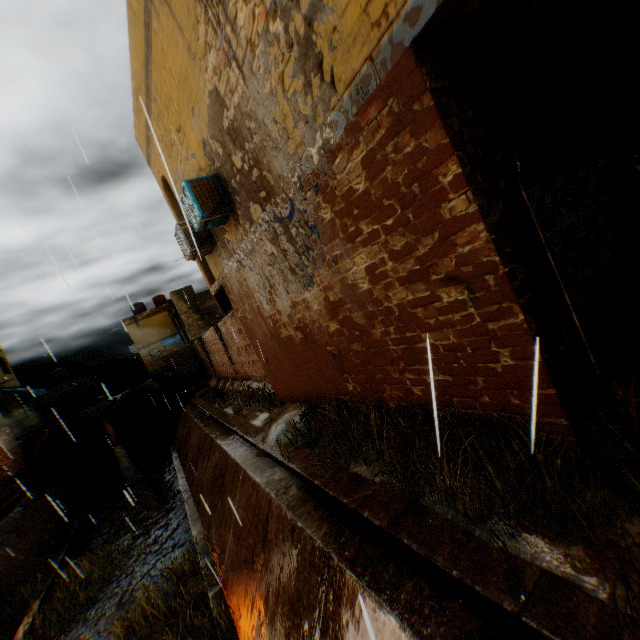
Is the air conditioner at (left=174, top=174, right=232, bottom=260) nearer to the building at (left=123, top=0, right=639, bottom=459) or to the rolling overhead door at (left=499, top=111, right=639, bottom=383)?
the building at (left=123, top=0, right=639, bottom=459)

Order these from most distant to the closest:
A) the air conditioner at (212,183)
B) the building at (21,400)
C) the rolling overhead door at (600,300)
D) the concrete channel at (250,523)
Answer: the building at (21,400), the air conditioner at (212,183), the rolling overhead door at (600,300), the concrete channel at (250,523)

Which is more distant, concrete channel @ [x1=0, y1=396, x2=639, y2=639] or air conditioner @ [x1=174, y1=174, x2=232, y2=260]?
air conditioner @ [x1=174, y1=174, x2=232, y2=260]

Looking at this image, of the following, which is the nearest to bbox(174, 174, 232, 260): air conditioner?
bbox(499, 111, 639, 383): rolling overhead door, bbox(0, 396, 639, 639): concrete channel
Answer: bbox(0, 396, 639, 639): concrete channel

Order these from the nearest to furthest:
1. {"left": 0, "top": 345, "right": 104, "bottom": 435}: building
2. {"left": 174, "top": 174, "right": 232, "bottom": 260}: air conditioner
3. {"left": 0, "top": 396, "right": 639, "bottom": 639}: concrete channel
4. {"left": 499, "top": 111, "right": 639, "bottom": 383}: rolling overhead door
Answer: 1. {"left": 0, "top": 396, "right": 639, "bottom": 639}: concrete channel
2. {"left": 499, "top": 111, "right": 639, "bottom": 383}: rolling overhead door
3. {"left": 174, "top": 174, "right": 232, "bottom": 260}: air conditioner
4. {"left": 0, "top": 345, "right": 104, "bottom": 435}: building

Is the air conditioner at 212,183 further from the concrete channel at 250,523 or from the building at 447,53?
the concrete channel at 250,523

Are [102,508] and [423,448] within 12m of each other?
no

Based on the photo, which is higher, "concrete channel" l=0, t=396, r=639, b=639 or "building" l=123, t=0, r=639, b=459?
"building" l=123, t=0, r=639, b=459
